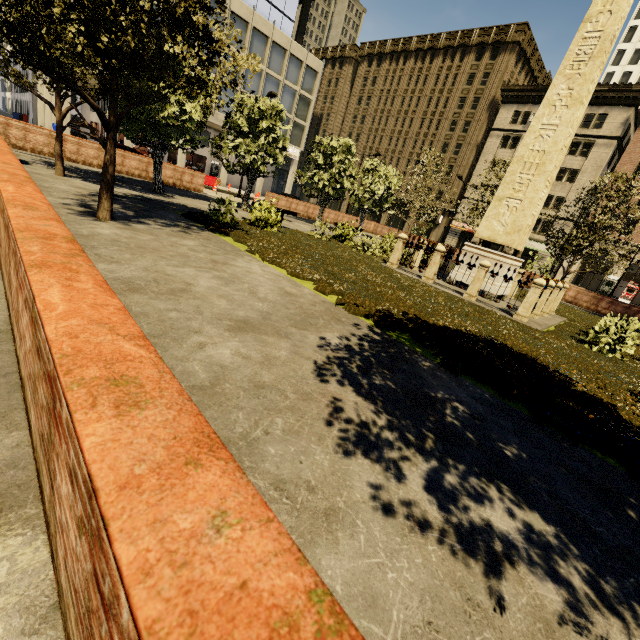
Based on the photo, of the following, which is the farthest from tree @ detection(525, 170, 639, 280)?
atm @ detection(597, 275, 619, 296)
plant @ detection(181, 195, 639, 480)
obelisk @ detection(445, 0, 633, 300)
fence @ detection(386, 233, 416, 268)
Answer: atm @ detection(597, 275, 619, 296)

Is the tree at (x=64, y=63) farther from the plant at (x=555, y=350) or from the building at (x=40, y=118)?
the building at (x=40, y=118)

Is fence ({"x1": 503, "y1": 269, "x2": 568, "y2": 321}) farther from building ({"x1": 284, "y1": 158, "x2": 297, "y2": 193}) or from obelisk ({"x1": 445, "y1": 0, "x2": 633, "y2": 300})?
building ({"x1": 284, "y1": 158, "x2": 297, "y2": 193})

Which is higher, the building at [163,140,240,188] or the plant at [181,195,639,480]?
the building at [163,140,240,188]

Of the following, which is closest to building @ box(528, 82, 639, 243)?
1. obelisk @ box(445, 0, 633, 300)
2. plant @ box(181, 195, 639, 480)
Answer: plant @ box(181, 195, 639, 480)

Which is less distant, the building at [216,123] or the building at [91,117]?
the building at [216,123]

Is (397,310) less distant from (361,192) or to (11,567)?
(11,567)

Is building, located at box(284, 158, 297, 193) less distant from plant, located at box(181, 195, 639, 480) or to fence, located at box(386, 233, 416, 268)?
plant, located at box(181, 195, 639, 480)
